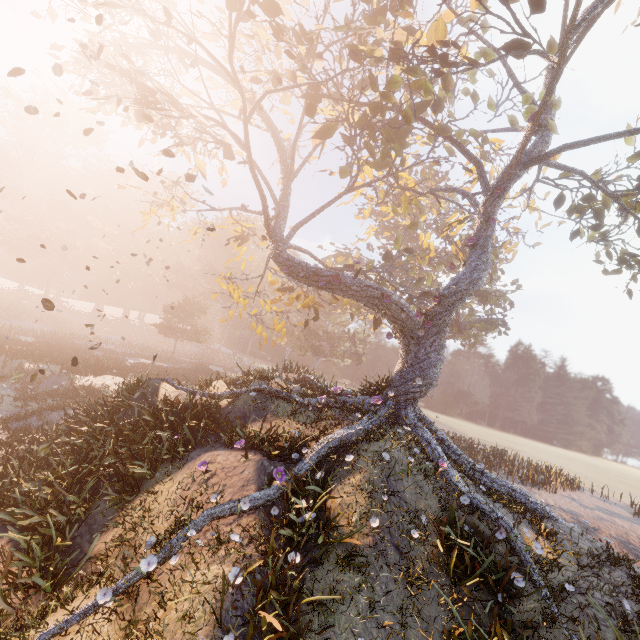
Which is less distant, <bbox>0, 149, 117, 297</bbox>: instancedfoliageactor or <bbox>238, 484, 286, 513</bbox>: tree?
<bbox>238, 484, 286, 513</bbox>: tree

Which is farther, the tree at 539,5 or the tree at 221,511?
the tree at 539,5

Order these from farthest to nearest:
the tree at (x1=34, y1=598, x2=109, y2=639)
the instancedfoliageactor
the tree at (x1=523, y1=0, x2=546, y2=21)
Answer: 1. the instancedfoliageactor
2. the tree at (x1=523, y1=0, x2=546, y2=21)
3. the tree at (x1=34, y1=598, x2=109, y2=639)

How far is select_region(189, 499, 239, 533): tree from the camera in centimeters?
677cm

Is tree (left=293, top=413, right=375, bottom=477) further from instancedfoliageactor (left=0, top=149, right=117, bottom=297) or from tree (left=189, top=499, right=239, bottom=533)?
instancedfoliageactor (left=0, top=149, right=117, bottom=297)

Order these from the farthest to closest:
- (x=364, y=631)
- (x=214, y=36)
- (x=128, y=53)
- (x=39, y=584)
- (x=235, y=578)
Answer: (x=128, y=53) < (x=214, y=36) < (x=39, y=584) < (x=364, y=631) < (x=235, y=578)

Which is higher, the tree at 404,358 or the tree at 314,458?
the tree at 404,358
